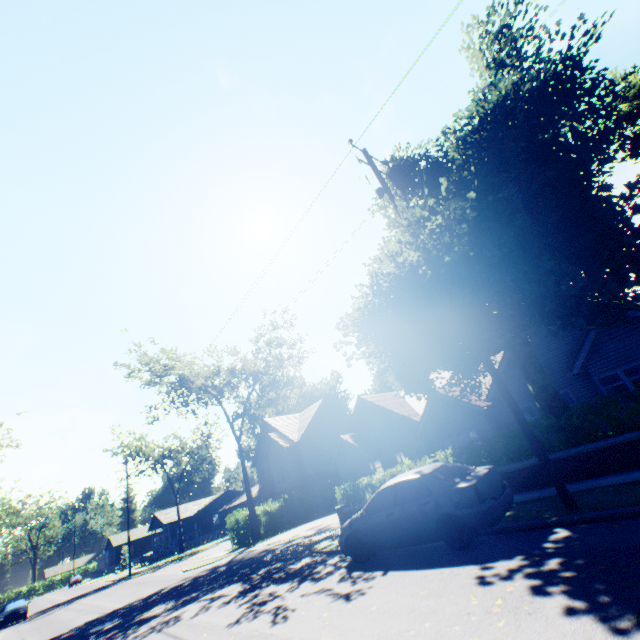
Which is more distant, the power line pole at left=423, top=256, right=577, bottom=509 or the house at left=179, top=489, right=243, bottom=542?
the house at left=179, top=489, right=243, bottom=542

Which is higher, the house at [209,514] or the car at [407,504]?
the house at [209,514]

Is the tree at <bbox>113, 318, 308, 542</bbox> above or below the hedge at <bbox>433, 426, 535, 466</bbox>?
above

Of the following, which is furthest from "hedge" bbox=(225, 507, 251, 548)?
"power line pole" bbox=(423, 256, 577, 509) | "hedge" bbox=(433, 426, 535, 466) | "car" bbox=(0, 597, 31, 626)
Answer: "car" bbox=(0, 597, 31, 626)

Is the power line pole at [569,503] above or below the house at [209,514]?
below

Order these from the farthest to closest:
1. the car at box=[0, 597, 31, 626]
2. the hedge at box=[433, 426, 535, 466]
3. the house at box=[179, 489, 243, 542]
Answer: the house at box=[179, 489, 243, 542] < the car at box=[0, 597, 31, 626] < the hedge at box=[433, 426, 535, 466]

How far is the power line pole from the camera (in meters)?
6.72

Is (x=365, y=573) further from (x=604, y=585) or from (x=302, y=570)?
(x=604, y=585)
